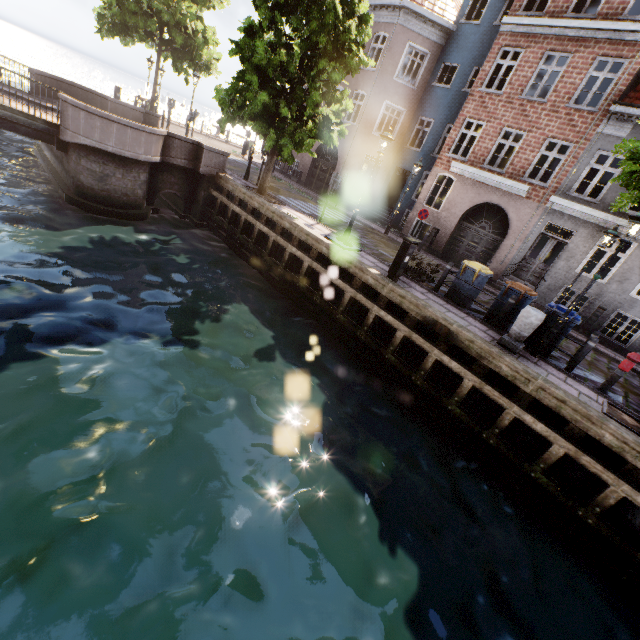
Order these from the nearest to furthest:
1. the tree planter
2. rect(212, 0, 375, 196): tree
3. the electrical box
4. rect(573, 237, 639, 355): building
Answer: the tree planter
the electrical box
rect(212, 0, 375, 196): tree
rect(573, 237, 639, 355): building

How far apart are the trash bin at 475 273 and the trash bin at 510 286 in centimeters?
45cm

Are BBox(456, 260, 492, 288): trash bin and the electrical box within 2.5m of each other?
yes

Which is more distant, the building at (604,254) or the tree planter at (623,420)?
the building at (604,254)

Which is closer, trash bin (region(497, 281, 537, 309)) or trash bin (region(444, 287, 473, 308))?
trash bin (region(497, 281, 537, 309))

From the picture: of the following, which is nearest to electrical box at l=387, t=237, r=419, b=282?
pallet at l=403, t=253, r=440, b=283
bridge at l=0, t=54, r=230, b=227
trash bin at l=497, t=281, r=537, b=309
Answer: pallet at l=403, t=253, r=440, b=283

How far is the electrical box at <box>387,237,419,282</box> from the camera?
8.7m

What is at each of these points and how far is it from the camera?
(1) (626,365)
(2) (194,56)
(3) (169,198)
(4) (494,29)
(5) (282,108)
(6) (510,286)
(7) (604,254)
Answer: (1) hydrant, 7.4 meters
(2) tree, 19.1 meters
(3) bridge, 15.6 meters
(4) building, 16.6 meters
(5) tree, 10.8 meters
(6) trash bin, 9.0 meters
(7) building, 20.8 meters
